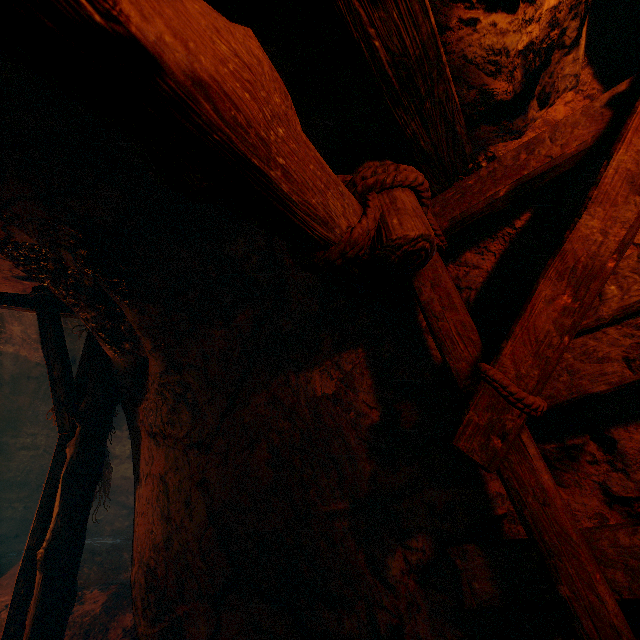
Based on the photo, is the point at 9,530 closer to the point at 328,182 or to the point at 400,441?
the point at 400,441
